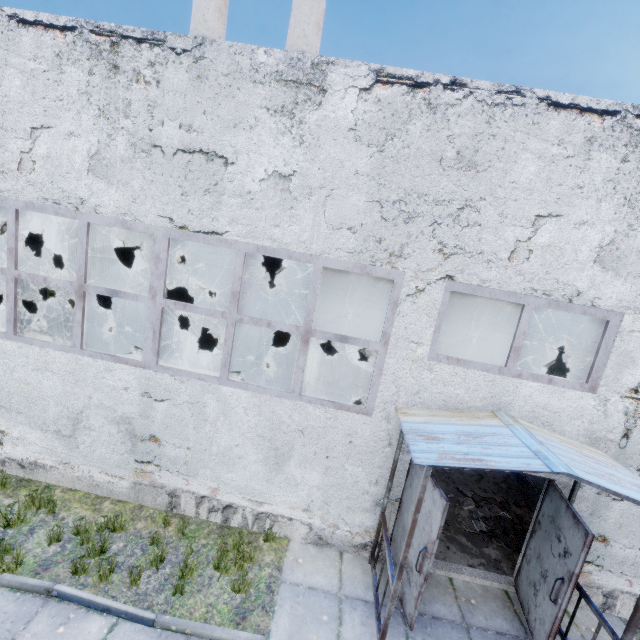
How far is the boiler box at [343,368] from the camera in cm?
1359

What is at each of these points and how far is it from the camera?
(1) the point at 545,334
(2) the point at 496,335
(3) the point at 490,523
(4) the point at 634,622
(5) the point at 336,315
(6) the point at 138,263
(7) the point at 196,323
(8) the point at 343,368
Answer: (1) fuse box, 22.56m
(2) fuse box, 22.84m
(3) concrete debris, 6.96m
(4) awning, 3.97m
(5) boiler box, 13.41m
(6) boiler tank, 18.67m
(7) boiler tank, 12.31m
(8) boiler box, 13.74m

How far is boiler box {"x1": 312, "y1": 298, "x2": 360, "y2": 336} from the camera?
13.4m

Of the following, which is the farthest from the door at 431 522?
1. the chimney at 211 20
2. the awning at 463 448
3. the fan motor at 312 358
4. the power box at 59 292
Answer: the chimney at 211 20

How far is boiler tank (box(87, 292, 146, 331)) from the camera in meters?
15.2 m

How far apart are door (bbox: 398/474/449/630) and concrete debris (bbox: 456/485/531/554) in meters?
1.9

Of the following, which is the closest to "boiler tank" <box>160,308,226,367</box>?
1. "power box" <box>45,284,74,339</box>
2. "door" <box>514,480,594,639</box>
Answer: "power box" <box>45,284,74,339</box>

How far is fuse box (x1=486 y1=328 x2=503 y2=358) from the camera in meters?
22.8 m
